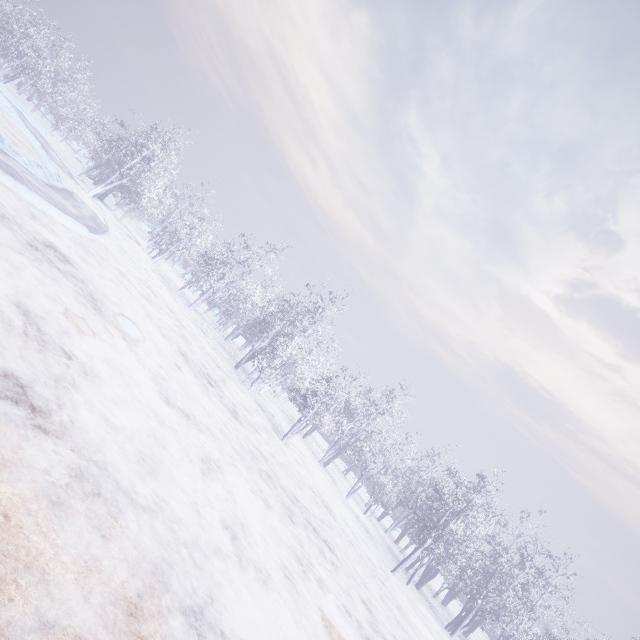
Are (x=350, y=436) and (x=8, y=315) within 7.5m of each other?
no
